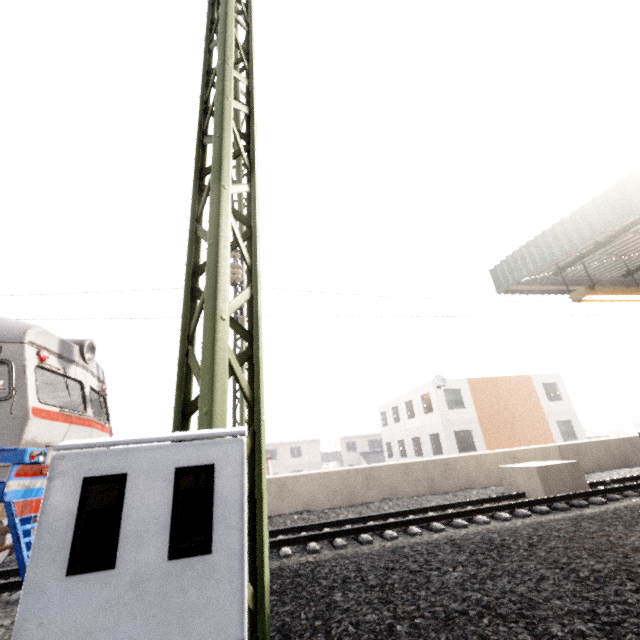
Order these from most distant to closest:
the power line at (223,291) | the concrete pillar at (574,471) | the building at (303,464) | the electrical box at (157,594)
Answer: the building at (303,464)
the concrete pillar at (574,471)
the power line at (223,291)
the electrical box at (157,594)

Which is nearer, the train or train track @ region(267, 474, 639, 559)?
the train

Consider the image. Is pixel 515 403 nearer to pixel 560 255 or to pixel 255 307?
pixel 560 255

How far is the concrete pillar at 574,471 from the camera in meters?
7.8

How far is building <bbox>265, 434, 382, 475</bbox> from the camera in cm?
4343

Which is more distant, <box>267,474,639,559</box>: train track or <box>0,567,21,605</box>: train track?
<box>267,474,639,559</box>: train track

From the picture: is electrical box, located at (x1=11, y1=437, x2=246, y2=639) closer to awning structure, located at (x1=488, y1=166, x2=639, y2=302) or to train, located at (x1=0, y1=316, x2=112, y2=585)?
train, located at (x1=0, y1=316, x2=112, y2=585)

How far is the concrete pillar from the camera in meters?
7.8 m
